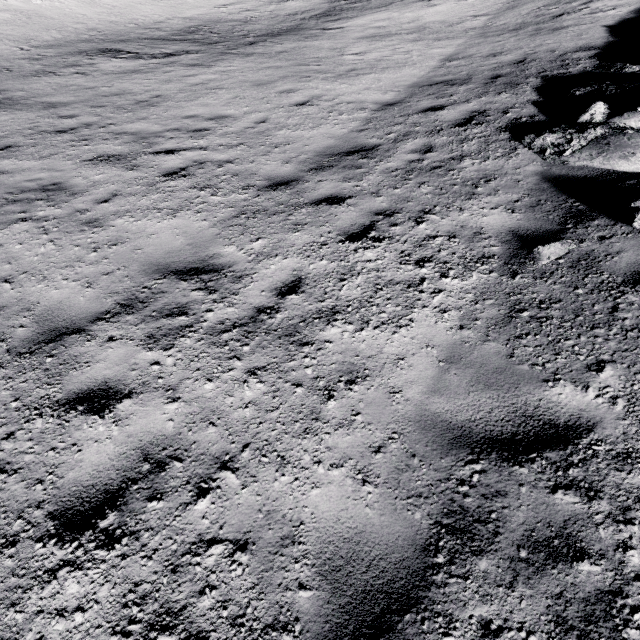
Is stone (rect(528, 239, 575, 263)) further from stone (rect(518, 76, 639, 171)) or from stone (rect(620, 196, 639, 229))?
stone (rect(518, 76, 639, 171))

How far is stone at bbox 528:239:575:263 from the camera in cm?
381

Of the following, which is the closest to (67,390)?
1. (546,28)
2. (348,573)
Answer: (348,573)

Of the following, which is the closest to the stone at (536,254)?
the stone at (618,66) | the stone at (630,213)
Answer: the stone at (630,213)

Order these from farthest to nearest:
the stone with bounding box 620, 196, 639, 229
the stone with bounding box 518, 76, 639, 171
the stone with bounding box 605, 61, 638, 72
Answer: the stone with bounding box 605, 61, 638, 72 → the stone with bounding box 518, 76, 639, 171 → the stone with bounding box 620, 196, 639, 229

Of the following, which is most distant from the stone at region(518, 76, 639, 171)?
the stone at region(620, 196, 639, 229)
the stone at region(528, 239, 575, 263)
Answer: A: the stone at region(528, 239, 575, 263)

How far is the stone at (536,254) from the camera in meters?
3.8
